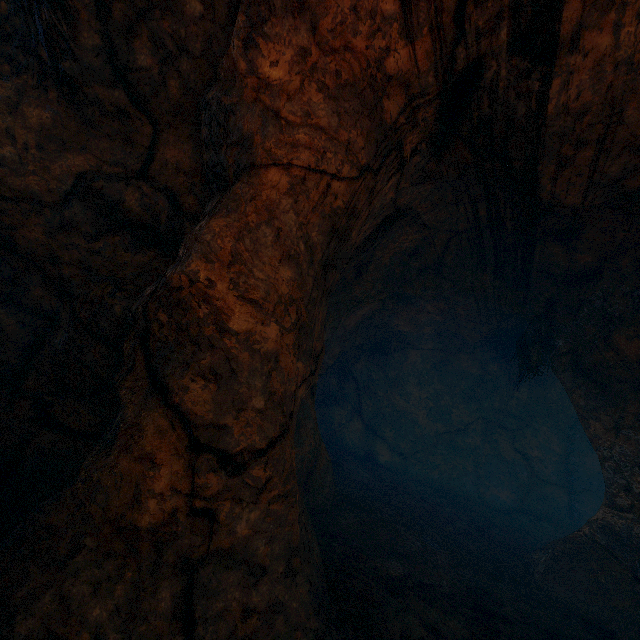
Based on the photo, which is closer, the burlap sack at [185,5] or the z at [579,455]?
the z at [579,455]

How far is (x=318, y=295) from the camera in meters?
3.1

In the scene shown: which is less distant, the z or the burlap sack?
the z
